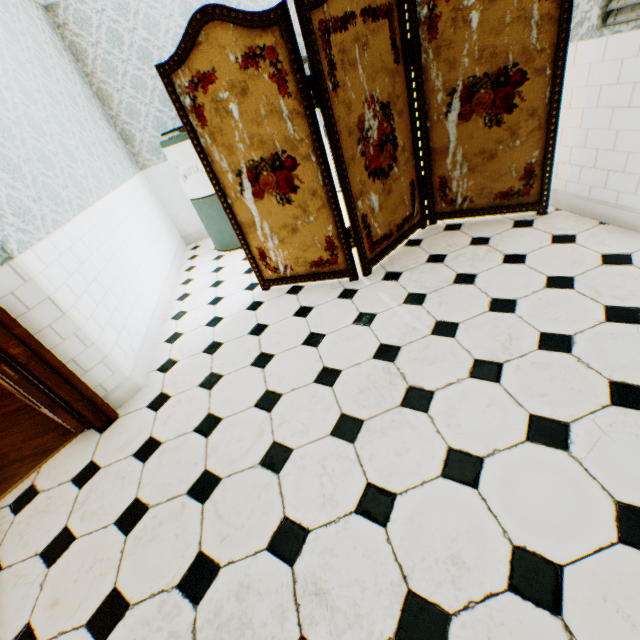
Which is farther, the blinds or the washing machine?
the washing machine

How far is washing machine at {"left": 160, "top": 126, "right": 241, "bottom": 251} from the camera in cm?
368

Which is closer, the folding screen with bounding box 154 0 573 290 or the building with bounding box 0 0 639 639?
the building with bounding box 0 0 639 639

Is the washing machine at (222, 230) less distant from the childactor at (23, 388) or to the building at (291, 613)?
the building at (291, 613)

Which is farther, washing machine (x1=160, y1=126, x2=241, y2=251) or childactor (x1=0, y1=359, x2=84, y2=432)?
washing machine (x1=160, y1=126, x2=241, y2=251)

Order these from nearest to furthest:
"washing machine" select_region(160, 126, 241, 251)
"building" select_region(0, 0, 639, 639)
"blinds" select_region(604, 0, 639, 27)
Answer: "building" select_region(0, 0, 639, 639)
"blinds" select_region(604, 0, 639, 27)
"washing machine" select_region(160, 126, 241, 251)

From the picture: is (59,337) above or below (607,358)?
above

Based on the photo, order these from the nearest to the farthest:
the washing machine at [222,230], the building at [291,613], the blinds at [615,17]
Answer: the building at [291,613] → the blinds at [615,17] → the washing machine at [222,230]
